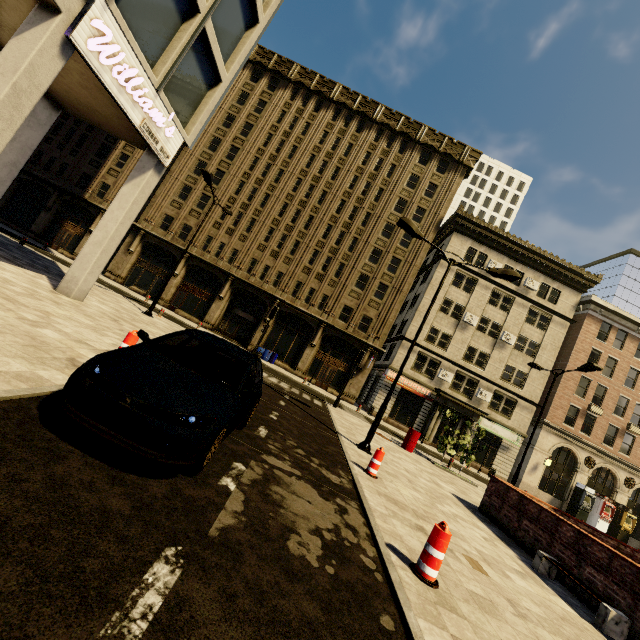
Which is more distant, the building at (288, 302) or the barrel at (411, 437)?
the barrel at (411, 437)

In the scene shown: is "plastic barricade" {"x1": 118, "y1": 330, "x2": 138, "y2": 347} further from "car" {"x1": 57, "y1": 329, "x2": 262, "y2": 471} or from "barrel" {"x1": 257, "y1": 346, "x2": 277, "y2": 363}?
"barrel" {"x1": 257, "y1": 346, "x2": 277, "y2": 363}

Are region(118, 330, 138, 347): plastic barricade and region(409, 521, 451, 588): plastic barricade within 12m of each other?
yes

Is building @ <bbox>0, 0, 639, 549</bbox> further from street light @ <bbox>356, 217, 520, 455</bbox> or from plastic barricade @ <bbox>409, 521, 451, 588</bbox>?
plastic barricade @ <bbox>409, 521, 451, 588</bbox>

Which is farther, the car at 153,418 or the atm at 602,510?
the atm at 602,510

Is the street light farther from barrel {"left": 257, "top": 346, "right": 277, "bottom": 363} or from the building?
barrel {"left": 257, "top": 346, "right": 277, "bottom": 363}

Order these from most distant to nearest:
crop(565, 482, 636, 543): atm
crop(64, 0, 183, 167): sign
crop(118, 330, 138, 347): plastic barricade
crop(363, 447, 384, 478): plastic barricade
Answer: crop(565, 482, 636, 543): atm, crop(363, 447, 384, 478): plastic barricade, crop(64, 0, 183, 167): sign, crop(118, 330, 138, 347): plastic barricade

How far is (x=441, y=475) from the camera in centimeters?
1423cm
